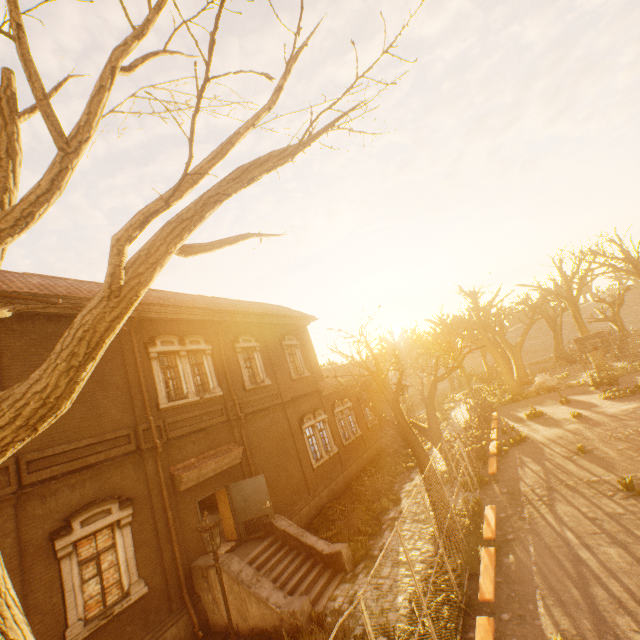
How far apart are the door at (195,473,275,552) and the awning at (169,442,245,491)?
0.52m

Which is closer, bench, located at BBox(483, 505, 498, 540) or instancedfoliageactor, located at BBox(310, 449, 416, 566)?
bench, located at BBox(483, 505, 498, 540)

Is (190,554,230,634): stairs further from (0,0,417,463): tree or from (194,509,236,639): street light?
(0,0,417,463): tree

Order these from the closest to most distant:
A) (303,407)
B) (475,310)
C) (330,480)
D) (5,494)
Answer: (5,494) < (330,480) < (303,407) < (475,310)

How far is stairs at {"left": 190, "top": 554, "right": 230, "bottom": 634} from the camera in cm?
977

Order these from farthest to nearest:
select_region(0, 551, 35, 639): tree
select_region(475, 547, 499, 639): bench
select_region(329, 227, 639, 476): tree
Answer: select_region(329, 227, 639, 476): tree < select_region(475, 547, 499, 639): bench < select_region(0, 551, 35, 639): tree

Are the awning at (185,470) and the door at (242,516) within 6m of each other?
yes

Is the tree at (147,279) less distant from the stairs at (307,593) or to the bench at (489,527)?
the bench at (489,527)
